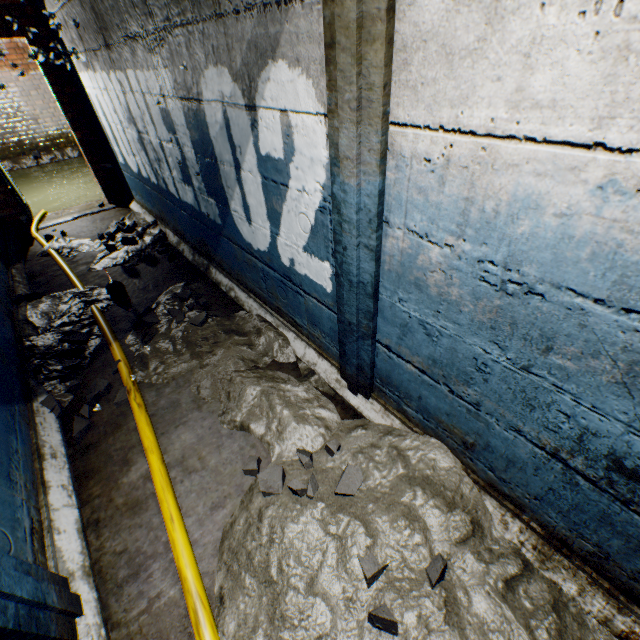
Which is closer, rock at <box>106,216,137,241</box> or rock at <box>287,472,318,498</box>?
rock at <box>287,472,318,498</box>

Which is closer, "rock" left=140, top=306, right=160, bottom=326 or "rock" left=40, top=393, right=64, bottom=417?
"rock" left=40, top=393, right=64, bottom=417

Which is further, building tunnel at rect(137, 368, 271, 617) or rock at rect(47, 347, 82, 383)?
rock at rect(47, 347, 82, 383)

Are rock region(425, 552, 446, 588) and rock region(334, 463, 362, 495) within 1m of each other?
yes

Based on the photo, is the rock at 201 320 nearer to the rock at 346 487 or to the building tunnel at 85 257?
the building tunnel at 85 257

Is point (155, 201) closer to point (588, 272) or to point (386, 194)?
point (386, 194)

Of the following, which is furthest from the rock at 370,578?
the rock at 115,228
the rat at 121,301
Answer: the rock at 115,228

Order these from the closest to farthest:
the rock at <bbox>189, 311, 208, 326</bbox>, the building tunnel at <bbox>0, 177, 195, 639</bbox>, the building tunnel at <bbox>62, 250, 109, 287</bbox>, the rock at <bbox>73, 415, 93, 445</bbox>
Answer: the building tunnel at <bbox>0, 177, 195, 639</bbox>, the rock at <bbox>73, 415, 93, 445</bbox>, the rock at <bbox>189, 311, 208, 326</bbox>, the building tunnel at <bbox>62, 250, 109, 287</bbox>
